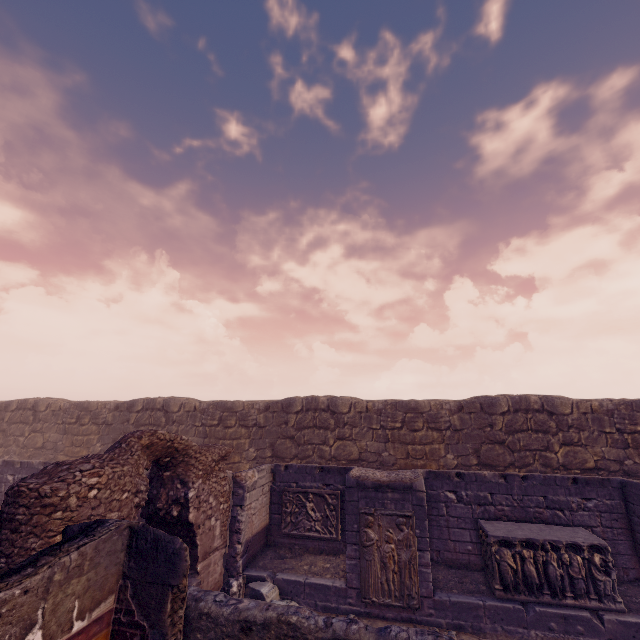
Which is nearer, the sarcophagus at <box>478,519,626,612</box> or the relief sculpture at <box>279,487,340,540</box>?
the sarcophagus at <box>478,519,626,612</box>

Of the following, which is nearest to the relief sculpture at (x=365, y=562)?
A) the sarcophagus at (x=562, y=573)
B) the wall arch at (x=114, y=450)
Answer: the sarcophagus at (x=562, y=573)

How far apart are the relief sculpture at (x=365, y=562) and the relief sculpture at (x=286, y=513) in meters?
1.8 m

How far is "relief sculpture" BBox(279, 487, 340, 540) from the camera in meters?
9.4 m

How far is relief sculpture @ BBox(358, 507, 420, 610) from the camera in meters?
7.2 m

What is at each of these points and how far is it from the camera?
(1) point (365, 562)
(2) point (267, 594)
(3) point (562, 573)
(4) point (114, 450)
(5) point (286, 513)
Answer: (1) relief sculpture, 7.5 meters
(2) building debris, 7.1 meters
(3) sarcophagus, 6.8 meters
(4) wall arch, 6.1 meters
(5) relief sculpture, 9.8 meters

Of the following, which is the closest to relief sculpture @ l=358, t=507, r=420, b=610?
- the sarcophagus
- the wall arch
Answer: the sarcophagus

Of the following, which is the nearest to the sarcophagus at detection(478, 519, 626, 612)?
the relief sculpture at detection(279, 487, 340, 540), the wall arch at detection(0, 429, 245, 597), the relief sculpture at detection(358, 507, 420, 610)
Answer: the relief sculpture at detection(358, 507, 420, 610)
